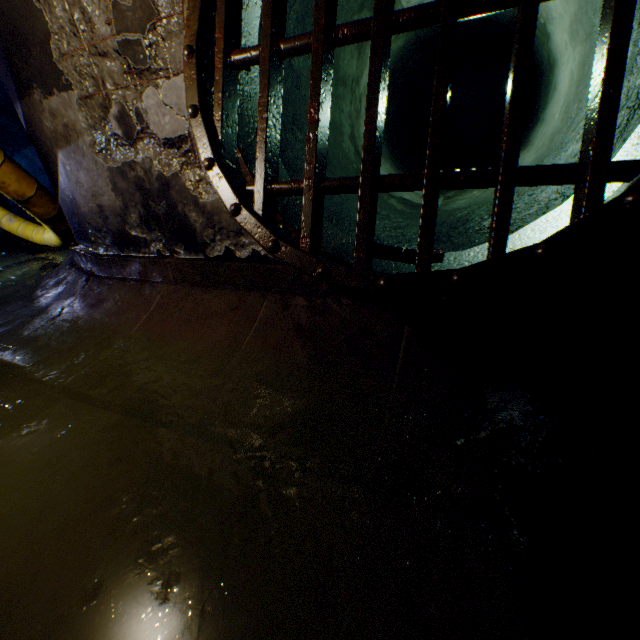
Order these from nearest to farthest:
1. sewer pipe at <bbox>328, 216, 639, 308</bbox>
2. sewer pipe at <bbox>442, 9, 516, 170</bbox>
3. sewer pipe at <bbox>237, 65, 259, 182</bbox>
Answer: sewer pipe at <bbox>328, 216, 639, 308</bbox>
sewer pipe at <bbox>237, 65, 259, 182</bbox>
sewer pipe at <bbox>442, 9, 516, 170</bbox>

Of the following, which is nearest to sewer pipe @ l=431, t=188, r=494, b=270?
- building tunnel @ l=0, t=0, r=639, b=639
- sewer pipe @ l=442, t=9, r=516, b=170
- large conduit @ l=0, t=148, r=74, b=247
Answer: building tunnel @ l=0, t=0, r=639, b=639

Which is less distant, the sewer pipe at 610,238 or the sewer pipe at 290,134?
the sewer pipe at 610,238

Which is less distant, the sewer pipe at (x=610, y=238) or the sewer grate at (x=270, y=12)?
the sewer grate at (x=270, y=12)

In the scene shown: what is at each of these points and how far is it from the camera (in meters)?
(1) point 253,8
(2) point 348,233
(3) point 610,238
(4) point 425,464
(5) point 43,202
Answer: (1) sewer pipe, 2.22
(2) sewer pipe, 2.92
(3) sewer pipe, 1.77
(4) building tunnel, 1.63
(5) large conduit, 4.50

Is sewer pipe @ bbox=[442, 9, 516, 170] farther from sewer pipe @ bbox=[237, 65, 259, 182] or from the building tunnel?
the building tunnel

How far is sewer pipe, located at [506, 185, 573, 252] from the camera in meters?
2.0 m
